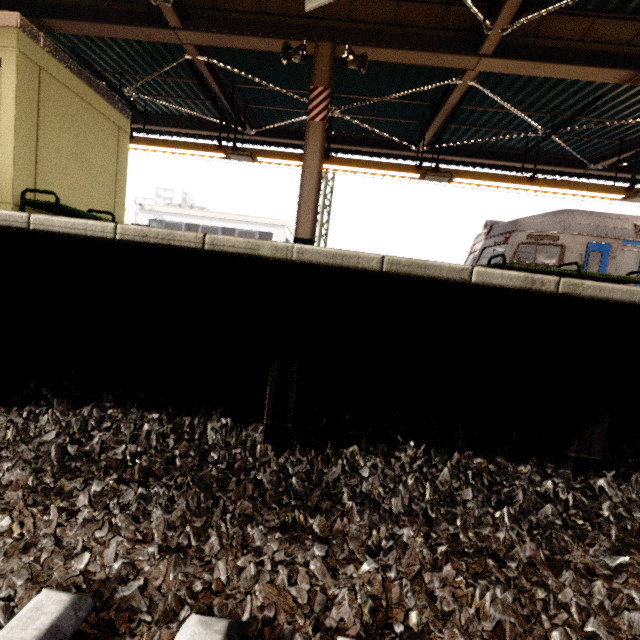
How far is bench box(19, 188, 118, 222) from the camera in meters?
4.5

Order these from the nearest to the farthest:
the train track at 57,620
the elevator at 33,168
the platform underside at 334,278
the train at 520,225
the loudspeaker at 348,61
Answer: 1. the train track at 57,620
2. the platform underside at 334,278
3. the elevator at 33,168
4. the loudspeaker at 348,61
5. the train at 520,225

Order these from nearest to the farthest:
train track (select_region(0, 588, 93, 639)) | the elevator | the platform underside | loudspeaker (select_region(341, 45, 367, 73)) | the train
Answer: train track (select_region(0, 588, 93, 639)), the platform underside, the elevator, loudspeaker (select_region(341, 45, 367, 73)), the train

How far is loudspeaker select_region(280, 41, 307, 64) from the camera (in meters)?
5.00

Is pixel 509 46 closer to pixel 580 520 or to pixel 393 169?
pixel 393 169

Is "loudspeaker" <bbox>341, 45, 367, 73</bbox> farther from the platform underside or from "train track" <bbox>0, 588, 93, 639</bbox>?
"train track" <bbox>0, 588, 93, 639</bbox>

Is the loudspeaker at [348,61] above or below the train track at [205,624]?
above

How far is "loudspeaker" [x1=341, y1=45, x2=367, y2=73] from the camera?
5.0m
